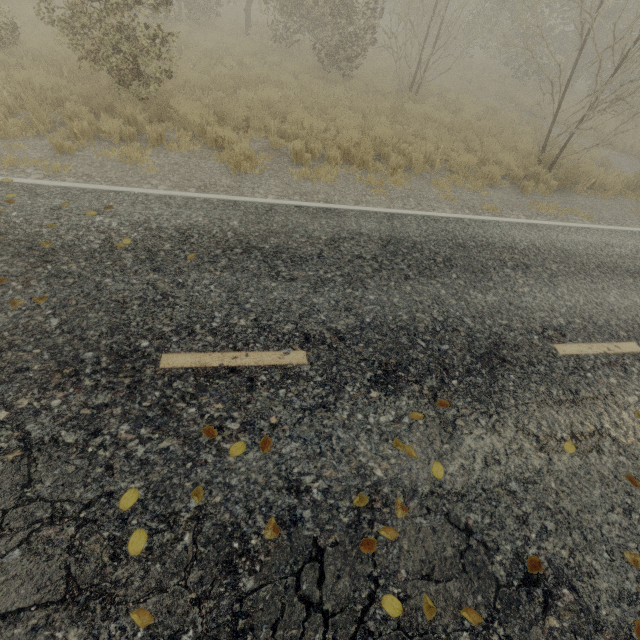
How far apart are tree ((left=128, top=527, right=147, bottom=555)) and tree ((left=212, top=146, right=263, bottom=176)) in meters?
6.7 m

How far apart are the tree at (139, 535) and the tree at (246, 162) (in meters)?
6.75

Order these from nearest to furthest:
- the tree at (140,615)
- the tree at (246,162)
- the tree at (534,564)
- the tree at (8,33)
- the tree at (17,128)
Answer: the tree at (140,615) → the tree at (534,564) → the tree at (17,128) → the tree at (246,162) → the tree at (8,33)

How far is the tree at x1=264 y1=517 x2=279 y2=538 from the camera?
2.4 meters

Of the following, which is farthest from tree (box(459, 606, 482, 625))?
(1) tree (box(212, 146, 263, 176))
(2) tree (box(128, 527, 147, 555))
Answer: (2) tree (box(128, 527, 147, 555))

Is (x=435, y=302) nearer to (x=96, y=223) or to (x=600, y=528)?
(x=600, y=528)

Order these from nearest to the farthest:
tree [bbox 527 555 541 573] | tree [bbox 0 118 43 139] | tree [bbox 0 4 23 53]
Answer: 1. tree [bbox 527 555 541 573]
2. tree [bbox 0 118 43 139]
3. tree [bbox 0 4 23 53]

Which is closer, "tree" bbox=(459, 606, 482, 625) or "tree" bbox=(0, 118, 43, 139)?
"tree" bbox=(459, 606, 482, 625)
